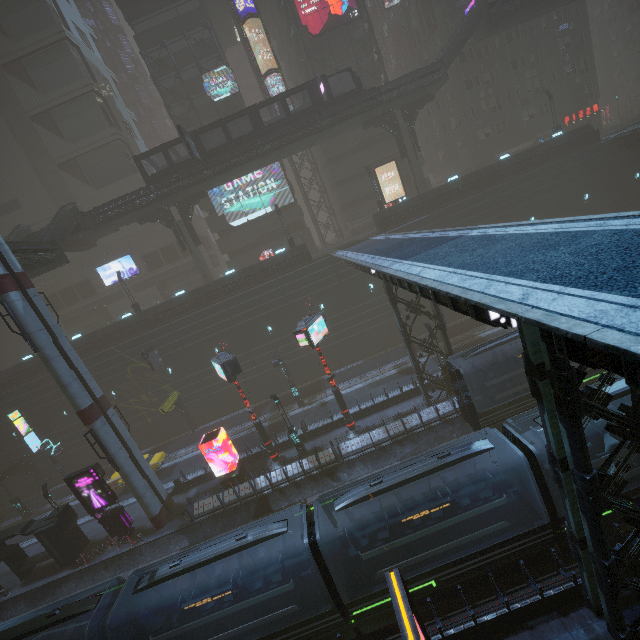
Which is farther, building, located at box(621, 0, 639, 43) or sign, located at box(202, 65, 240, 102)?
building, located at box(621, 0, 639, 43)

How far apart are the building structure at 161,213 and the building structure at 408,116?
26.58m

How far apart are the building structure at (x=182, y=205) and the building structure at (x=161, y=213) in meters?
0.7 m

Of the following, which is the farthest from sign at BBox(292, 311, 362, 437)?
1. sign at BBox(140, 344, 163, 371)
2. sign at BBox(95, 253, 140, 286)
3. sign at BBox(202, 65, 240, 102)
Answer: sign at BBox(95, 253, 140, 286)

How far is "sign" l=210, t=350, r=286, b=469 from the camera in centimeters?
2106cm

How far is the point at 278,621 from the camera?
12.28m

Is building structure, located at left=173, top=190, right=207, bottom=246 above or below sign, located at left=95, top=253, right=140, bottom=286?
above

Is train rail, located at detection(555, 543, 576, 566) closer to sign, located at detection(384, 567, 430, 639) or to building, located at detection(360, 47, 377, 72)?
building, located at detection(360, 47, 377, 72)
